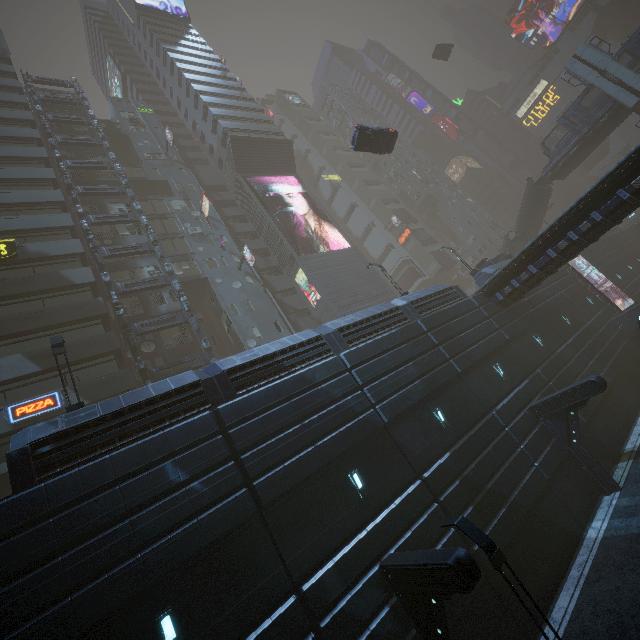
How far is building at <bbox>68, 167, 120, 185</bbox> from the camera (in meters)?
32.25

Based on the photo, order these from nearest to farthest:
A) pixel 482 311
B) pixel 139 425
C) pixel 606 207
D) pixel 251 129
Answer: pixel 139 425
pixel 606 207
pixel 482 311
pixel 251 129

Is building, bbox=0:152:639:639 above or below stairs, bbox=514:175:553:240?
below

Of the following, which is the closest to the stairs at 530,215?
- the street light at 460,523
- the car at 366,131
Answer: the car at 366,131

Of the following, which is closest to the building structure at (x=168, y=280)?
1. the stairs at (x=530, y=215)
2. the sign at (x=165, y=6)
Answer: the sign at (x=165, y=6)

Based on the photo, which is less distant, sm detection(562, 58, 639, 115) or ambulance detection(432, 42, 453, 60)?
sm detection(562, 58, 639, 115)

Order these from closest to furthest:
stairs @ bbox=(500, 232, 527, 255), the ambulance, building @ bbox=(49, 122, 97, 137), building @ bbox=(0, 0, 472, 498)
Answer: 1. building @ bbox=(0, 0, 472, 498)
2. building @ bbox=(49, 122, 97, 137)
3. stairs @ bbox=(500, 232, 527, 255)
4. the ambulance

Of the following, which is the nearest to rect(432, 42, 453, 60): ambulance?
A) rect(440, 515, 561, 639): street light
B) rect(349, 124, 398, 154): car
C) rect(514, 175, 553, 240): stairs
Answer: rect(349, 124, 398, 154): car
